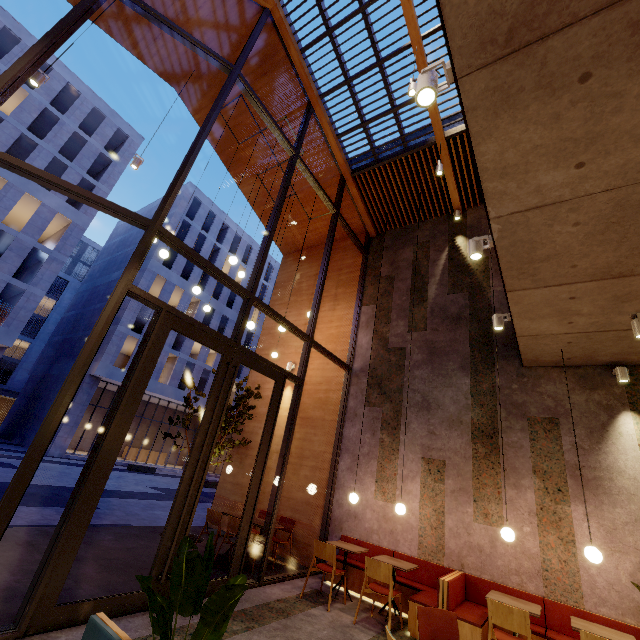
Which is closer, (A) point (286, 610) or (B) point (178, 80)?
(A) point (286, 610)

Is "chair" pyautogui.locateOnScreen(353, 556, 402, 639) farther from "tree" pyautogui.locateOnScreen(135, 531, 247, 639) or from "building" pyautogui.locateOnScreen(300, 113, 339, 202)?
"tree" pyautogui.locateOnScreen(135, 531, 247, 639)

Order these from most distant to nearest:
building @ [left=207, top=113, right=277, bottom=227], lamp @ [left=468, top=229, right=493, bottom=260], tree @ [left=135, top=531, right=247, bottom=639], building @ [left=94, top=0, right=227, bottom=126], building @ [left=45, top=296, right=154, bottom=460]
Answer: building @ [left=45, top=296, right=154, bottom=460] < building @ [left=207, top=113, right=277, bottom=227] < building @ [left=94, top=0, right=227, bottom=126] < lamp @ [left=468, top=229, right=493, bottom=260] < tree @ [left=135, top=531, right=247, bottom=639]

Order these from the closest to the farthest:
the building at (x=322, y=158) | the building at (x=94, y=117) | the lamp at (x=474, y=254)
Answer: the lamp at (x=474, y=254)
the building at (x=322, y=158)
the building at (x=94, y=117)

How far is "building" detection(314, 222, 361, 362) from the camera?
9.6m

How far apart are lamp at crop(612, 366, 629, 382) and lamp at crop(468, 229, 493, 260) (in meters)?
3.93

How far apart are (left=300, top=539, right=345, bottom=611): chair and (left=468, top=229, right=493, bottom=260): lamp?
5.1 meters

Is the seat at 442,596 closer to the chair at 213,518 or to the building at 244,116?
the building at 244,116
